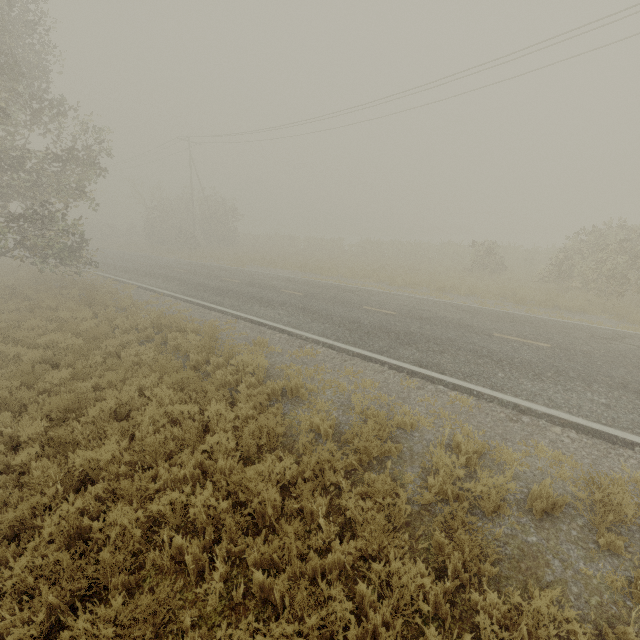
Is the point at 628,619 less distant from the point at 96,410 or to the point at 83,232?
the point at 96,410
